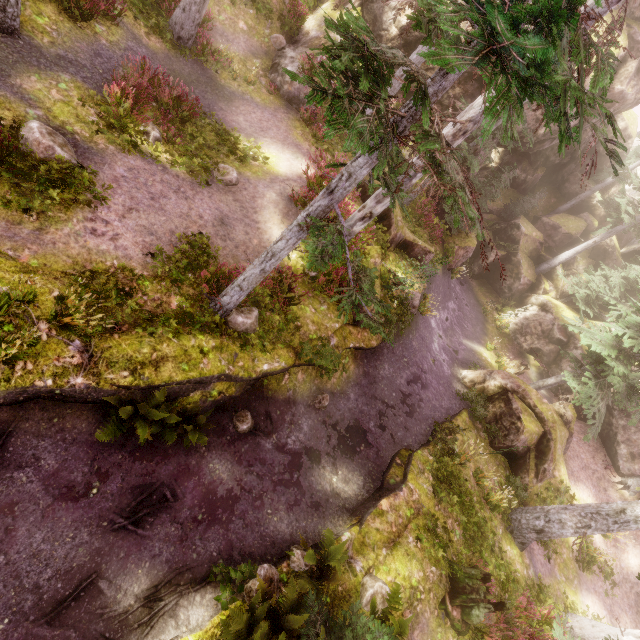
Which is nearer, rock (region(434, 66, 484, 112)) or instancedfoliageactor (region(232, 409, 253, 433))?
instancedfoliageactor (region(232, 409, 253, 433))

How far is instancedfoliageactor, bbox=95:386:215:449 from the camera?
6.3m

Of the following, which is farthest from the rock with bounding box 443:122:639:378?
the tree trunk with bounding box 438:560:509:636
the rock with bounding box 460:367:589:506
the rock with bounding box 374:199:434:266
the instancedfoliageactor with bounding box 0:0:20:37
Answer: the tree trunk with bounding box 438:560:509:636

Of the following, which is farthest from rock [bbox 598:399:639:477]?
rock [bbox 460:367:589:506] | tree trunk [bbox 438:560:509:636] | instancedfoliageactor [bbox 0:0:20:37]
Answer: tree trunk [bbox 438:560:509:636]

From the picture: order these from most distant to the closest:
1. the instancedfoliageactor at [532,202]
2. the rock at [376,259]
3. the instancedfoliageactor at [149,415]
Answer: the instancedfoliageactor at [532,202], the rock at [376,259], the instancedfoliageactor at [149,415]

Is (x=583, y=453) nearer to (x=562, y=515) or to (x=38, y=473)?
(x=562, y=515)

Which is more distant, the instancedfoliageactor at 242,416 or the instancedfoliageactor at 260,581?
the instancedfoliageactor at 242,416
